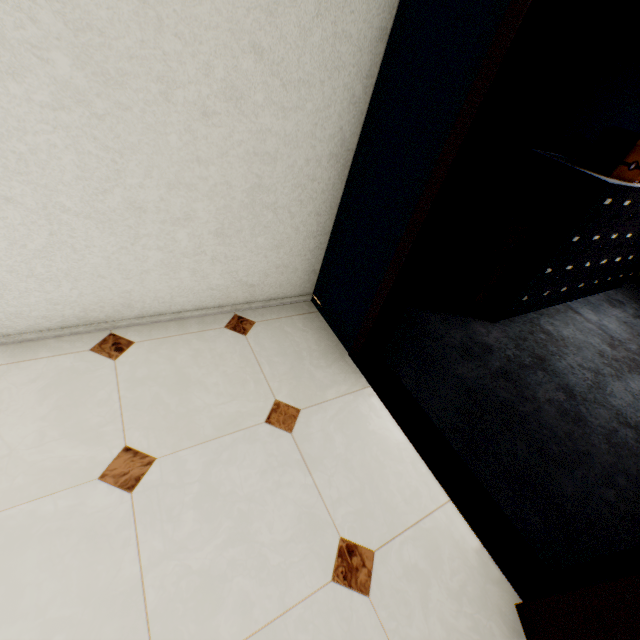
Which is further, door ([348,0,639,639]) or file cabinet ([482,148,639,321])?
file cabinet ([482,148,639,321])

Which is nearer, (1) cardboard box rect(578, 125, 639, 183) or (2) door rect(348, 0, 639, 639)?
(2) door rect(348, 0, 639, 639)

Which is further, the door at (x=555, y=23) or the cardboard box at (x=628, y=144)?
the cardboard box at (x=628, y=144)

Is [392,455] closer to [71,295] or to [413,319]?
[413,319]

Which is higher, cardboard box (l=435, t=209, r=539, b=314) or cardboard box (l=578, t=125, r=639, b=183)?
cardboard box (l=578, t=125, r=639, b=183)

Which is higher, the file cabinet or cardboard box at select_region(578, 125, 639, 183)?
cardboard box at select_region(578, 125, 639, 183)

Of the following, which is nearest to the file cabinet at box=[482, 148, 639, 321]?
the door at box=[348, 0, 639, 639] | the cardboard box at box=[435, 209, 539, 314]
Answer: the cardboard box at box=[435, 209, 539, 314]

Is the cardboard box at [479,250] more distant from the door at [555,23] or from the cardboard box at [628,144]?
the door at [555,23]
